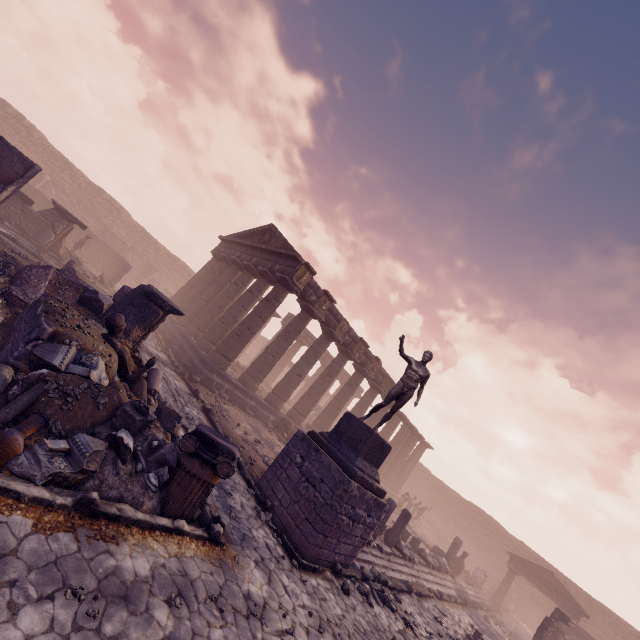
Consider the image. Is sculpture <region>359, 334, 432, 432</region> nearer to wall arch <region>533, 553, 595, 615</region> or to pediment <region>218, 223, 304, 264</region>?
pediment <region>218, 223, 304, 264</region>

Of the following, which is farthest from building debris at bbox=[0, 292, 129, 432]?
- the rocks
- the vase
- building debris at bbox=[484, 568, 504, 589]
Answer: building debris at bbox=[484, 568, 504, 589]

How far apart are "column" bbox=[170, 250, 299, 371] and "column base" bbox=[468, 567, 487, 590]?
24.5m

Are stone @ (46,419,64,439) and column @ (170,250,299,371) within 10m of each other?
no

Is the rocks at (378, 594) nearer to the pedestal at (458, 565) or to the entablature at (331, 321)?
the entablature at (331, 321)

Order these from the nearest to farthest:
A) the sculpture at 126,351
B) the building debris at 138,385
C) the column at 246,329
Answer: the sculpture at 126,351
the building debris at 138,385
the column at 246,329

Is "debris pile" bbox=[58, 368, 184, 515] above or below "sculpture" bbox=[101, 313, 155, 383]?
below

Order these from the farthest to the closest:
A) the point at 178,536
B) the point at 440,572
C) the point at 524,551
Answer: the point at 524,551 < the point at 440,572 < the point at 178,536
